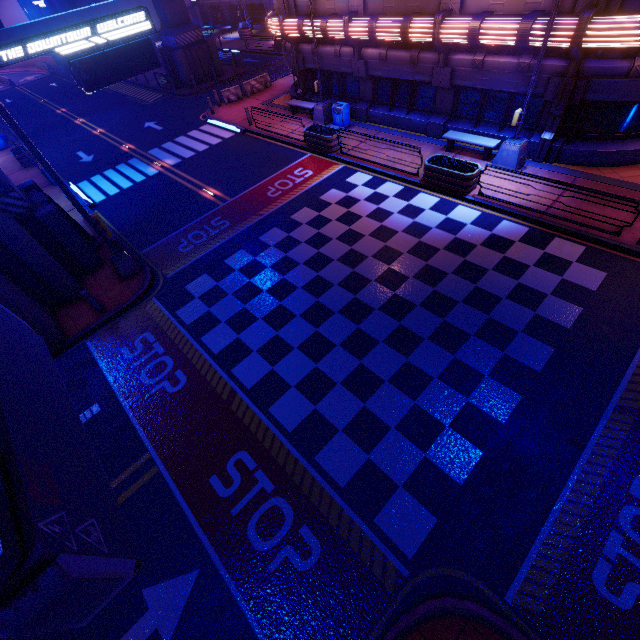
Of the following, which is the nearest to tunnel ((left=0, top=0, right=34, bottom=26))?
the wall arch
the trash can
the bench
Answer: the wall arch

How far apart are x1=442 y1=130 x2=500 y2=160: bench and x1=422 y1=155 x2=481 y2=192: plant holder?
1.76m

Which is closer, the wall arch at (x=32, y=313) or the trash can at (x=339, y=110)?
the wall arch at (x=32, y=313)

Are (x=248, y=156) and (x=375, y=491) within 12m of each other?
no

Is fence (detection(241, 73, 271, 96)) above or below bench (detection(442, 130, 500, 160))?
below

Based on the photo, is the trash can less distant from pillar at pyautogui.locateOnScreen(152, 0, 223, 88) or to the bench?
the bench

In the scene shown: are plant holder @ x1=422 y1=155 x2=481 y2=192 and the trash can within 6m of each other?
no

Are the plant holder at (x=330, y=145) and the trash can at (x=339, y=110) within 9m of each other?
yes
